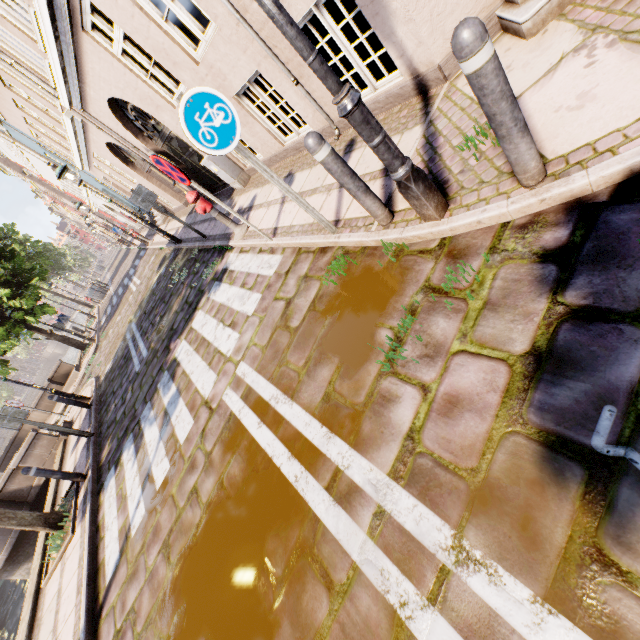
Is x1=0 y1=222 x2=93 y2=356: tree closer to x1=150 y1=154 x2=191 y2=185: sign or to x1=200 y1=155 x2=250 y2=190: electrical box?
x1=150 y1=154 x2=191 y2=185: sign

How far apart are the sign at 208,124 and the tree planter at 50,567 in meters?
7.1 m

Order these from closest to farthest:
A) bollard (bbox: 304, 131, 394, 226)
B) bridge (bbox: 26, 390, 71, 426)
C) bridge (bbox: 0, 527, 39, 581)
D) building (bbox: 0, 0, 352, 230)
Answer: bollard (bbox: 304, 131, 394, 226) → building (bbox: 0, 0, 352, 230) → bridge (bbox: 0, 527, 39, 581) → bridge (bbox: 26, 390, 71, 426)

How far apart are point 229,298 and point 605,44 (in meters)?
5.32

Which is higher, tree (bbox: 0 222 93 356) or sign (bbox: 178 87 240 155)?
tree (bbox: 0 222 93 356)

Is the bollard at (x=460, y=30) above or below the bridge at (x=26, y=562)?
above

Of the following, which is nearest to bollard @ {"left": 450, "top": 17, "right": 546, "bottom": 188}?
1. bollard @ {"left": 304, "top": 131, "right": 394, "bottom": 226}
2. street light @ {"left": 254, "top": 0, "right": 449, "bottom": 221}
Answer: street light @ {"left": 254, "top": 0, "right": 449, "bottom": 221}

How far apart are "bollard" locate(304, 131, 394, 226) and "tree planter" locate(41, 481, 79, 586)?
7.6 meters
